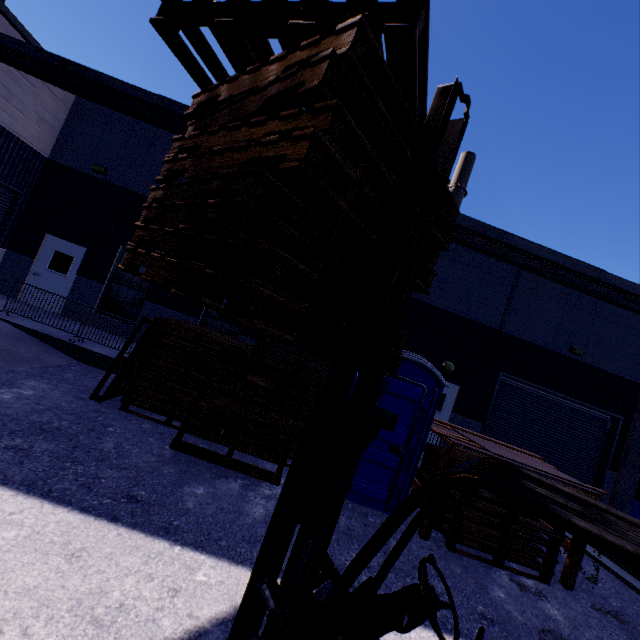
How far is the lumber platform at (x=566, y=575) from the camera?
5.7m

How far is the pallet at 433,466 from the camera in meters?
6.7

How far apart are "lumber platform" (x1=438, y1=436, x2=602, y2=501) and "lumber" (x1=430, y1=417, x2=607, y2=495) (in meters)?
0.00

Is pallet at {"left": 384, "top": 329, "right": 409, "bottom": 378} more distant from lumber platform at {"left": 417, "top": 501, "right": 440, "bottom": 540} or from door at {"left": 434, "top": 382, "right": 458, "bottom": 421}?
door at {"left": 434, "top": 382, "right": 458, "bottom": 421}

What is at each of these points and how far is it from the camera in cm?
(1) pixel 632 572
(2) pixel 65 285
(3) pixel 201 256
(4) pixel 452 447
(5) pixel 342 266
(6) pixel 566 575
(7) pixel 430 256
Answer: (1) building, 718
(2) door, 1122
(3) pallet, 211
(4) lumber platform, 564
(5) pallet, 244
(6) lumber platform, 570
(7) pallet, 313

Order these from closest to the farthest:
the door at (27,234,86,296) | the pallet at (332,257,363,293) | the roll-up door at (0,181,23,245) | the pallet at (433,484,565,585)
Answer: the pallet at (332,257,363,293), the pallet at (433,484,565,585), the roll-up door at (0,181,23,245), the door at (27,234,86,296)

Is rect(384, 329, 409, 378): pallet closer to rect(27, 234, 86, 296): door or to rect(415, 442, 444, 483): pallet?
rect(415, 442, 444, 483): pallet

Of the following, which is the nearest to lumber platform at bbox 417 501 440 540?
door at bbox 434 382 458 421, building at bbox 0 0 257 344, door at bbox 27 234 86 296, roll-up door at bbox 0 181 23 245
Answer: building at bbox 0 0 257 344
